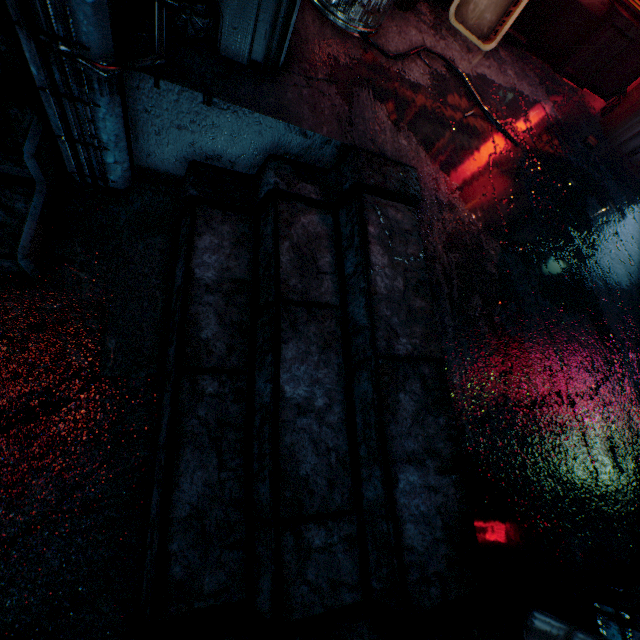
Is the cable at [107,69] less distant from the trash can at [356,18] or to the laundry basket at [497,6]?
the trash can at [356,18]

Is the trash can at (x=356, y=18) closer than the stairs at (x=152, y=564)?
No

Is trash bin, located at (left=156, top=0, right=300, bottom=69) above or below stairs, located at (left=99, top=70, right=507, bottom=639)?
above

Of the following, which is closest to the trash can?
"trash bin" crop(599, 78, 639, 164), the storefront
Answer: the storefront

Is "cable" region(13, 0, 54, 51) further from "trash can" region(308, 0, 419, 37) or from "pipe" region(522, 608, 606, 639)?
"pipe" region(522, 608, 606, 639)

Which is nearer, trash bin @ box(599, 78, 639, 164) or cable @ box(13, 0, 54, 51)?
cable @ box(13, 0, 54, 51)

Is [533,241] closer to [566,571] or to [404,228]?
[404,228]

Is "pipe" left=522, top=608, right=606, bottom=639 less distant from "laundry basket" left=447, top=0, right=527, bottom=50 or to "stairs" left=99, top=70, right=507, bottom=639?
"stairs" left=99, top=70, right=507, bottom=639
